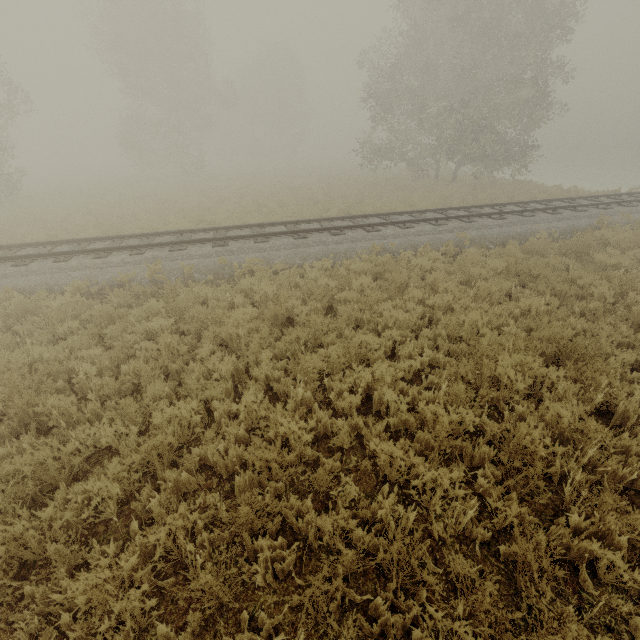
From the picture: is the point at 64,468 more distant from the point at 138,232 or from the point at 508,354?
the point at 138,232
